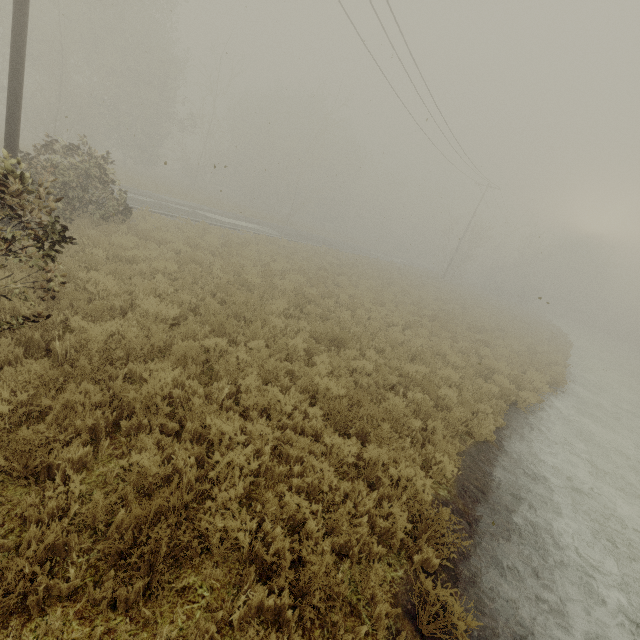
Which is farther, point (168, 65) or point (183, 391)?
point (168, 65)

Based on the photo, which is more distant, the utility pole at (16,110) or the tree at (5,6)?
the tree at (5,6)

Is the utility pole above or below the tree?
below

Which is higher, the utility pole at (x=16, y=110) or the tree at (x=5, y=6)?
the tree at (x=5, y=6)

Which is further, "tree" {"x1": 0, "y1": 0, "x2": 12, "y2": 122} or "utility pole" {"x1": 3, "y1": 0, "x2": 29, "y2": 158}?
"tree" {"x1": 0, "y1": 0, "x2": 12, "y2": 122}
